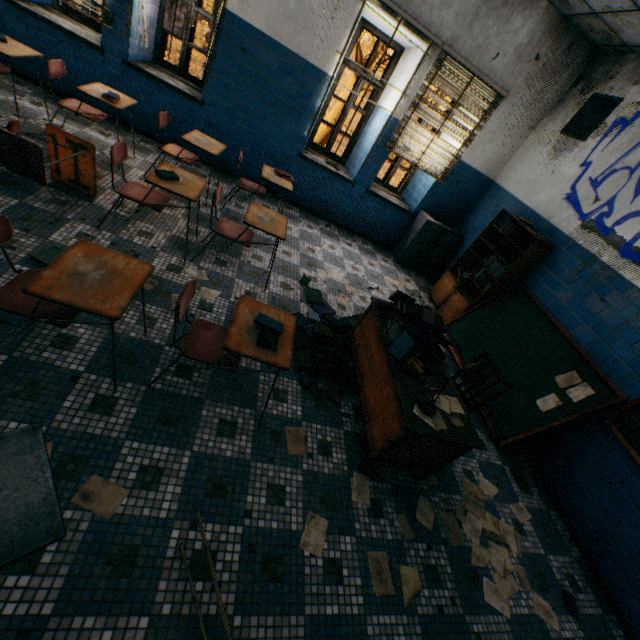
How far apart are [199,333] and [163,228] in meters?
2.0

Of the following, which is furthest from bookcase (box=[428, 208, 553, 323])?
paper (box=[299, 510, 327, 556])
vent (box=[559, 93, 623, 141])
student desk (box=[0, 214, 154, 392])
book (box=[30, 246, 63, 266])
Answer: book (box=[30, 246, 63, 266])

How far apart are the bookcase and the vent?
1.2 meters

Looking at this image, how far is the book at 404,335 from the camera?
2.7m

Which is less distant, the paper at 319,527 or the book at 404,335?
the paper at 319,527

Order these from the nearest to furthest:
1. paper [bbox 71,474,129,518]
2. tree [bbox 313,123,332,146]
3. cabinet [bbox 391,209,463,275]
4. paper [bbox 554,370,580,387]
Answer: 1. paper [bbox 71,474,129,518]
2. paper [bbox 554,370,580,387]
3. cabinet [bbox 391,209,463,275]
4. tree [bbox 313,123,332,146]

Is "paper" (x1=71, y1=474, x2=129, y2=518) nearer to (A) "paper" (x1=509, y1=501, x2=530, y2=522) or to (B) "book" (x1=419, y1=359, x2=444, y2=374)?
(B) "book" (x1=419, y1=359, x2=444, y2=374)

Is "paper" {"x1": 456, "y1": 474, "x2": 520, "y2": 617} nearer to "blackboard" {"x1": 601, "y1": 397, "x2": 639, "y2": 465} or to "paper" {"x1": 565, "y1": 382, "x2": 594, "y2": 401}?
"blackboard" {"x1": 601, "y1": 397, "x2": 639, "y2": 465}
